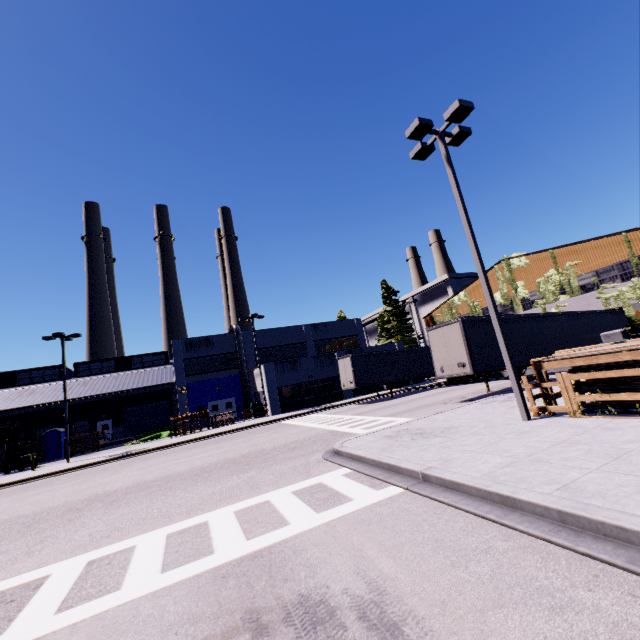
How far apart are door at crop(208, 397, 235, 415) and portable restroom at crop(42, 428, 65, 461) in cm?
1372

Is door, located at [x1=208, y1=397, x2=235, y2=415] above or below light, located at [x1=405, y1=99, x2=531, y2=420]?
below

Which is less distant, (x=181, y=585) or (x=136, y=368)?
(x=181, y=585)

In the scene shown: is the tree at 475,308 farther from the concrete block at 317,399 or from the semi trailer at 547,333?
the concrete block at 317,399

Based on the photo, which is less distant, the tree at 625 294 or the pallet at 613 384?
the pallet at 613 384

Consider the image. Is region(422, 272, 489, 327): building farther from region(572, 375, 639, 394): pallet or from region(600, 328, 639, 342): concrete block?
region(600, 328, 639, 342): concrete block

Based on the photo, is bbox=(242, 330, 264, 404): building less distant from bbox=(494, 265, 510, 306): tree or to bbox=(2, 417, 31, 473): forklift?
bbox=(494, 265, 510, 306): tree

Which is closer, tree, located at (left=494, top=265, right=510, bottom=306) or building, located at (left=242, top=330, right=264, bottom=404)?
tree, located at (left=494, top=265, right=510, bottom=306)
